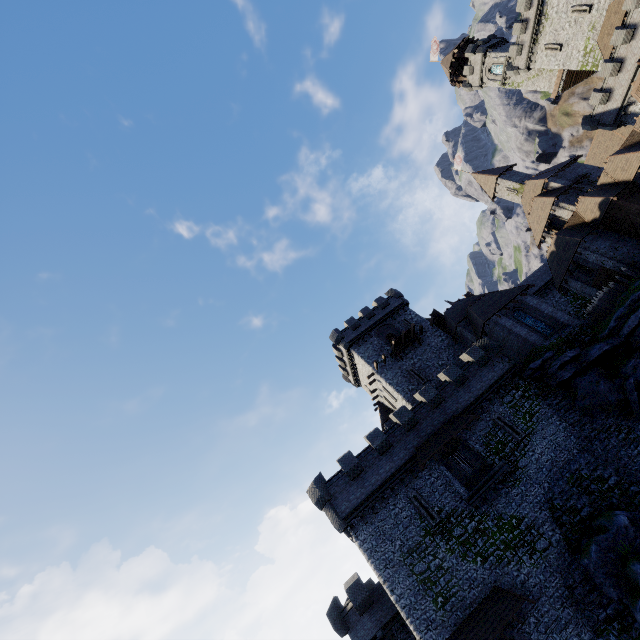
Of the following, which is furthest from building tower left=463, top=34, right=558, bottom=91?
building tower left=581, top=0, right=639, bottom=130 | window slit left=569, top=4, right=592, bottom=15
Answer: building tower left=581, top=0, right=639, bottom=130

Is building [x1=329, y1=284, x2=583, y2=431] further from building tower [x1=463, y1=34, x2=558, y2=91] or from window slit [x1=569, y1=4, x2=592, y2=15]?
building tower [x1=463, y1=34, x2=558, y2=91]

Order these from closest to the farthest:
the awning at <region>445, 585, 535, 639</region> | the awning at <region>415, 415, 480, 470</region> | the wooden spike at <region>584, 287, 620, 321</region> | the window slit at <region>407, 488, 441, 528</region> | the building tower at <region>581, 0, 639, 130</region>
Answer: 1. the awning at <region>445, 585, 535, 639</region>
2. the window slit at <region>407, 488, 441, 528</region>
3. the awning at <region>415, 415, 480, 470</region>
4. the wooden spike at <region>584, 287, 620, 321</region>
5. the building tower at <region>581, 0, 639, 130</region>

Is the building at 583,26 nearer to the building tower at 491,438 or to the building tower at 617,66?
the building tower at 617,66

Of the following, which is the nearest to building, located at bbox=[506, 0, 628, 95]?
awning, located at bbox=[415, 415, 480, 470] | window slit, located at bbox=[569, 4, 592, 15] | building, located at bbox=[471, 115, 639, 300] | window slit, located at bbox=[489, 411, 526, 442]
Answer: window slit, located at bbox=[569, 4, 592, 15]

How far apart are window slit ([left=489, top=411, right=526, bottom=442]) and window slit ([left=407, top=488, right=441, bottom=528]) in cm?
829

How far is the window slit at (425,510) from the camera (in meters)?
22.48

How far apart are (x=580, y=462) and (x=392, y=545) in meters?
14.5 m
